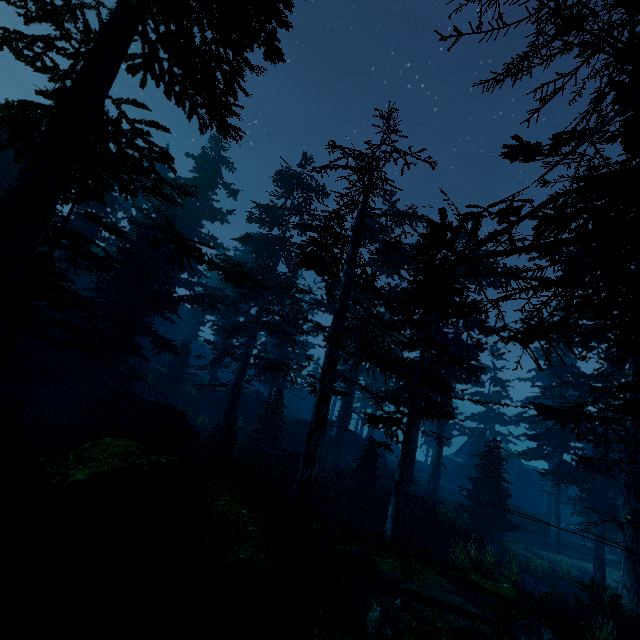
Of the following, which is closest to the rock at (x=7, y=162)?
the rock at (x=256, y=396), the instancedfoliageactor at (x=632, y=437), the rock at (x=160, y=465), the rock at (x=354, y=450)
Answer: the instancedfoliageactor at (x=632, y=437)

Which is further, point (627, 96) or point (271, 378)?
point (271, 378)

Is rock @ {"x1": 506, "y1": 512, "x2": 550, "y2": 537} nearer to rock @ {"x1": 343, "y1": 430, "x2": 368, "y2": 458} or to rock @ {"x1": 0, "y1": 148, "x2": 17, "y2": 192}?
rock @ {"x1": 343, "y1": 430, "x2": 368, "y2": 458}

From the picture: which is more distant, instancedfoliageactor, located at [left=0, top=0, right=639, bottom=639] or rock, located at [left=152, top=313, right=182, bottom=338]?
rock, located at [left=152, top=313, right=182, bottom=338]

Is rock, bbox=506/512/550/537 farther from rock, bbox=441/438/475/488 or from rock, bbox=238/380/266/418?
rock, bbox=238/380/266/418

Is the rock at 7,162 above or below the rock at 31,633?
above

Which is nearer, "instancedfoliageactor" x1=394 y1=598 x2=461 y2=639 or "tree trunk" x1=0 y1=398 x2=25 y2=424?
"instancedfoliageactor" x1=394 y1=598 x2=461 y2=639

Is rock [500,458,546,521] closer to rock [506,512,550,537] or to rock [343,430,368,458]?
rock [506,512,550,537]
